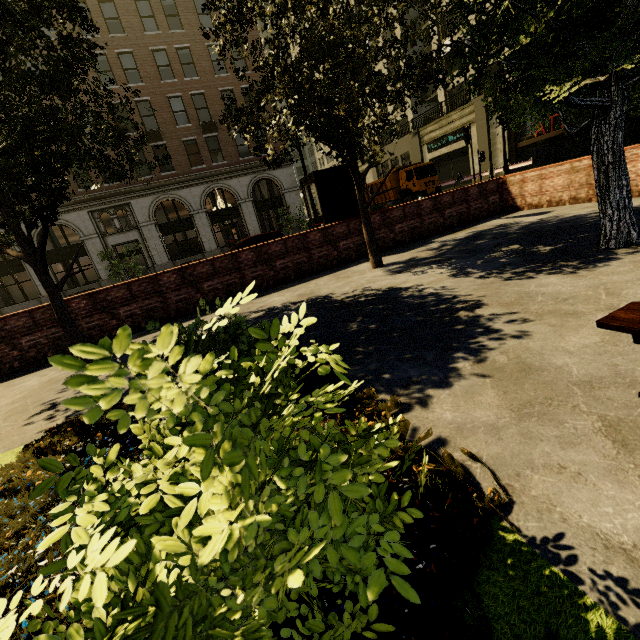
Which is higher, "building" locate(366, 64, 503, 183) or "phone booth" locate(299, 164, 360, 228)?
"building" locate(366, 64, 503, 183)

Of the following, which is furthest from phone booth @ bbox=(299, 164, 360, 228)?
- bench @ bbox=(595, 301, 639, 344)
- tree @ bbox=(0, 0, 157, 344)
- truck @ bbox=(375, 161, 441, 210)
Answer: truck @ bbox=(375, 161, 441, 210)

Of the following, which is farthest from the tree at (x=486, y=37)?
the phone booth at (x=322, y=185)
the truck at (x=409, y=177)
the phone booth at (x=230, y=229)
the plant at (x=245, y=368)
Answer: the truck at (x=409, y=177)

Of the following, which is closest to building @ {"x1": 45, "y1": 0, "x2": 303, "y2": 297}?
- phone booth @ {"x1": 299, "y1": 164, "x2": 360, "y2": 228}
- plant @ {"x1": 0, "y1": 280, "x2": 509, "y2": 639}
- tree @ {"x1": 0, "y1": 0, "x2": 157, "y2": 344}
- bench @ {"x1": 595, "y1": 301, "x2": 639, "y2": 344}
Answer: tree @ {"x1": 0, "y1": 0, "x2": 157, "y2": 344}

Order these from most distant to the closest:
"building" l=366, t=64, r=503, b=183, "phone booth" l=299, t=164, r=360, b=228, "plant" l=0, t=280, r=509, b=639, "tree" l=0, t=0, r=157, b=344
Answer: "building" l=366, t=64, r=503, b=183
"phone booth" l=299, t=164, r=360, b=228
"tree" l=0, t=0, r=157, b=344
"plant" l=0, t=280, r=509, b=639

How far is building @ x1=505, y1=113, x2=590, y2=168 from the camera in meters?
22.2 m

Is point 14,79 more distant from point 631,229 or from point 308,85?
point 631,229

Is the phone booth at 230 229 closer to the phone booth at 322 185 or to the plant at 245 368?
the phone booth at 322 185
